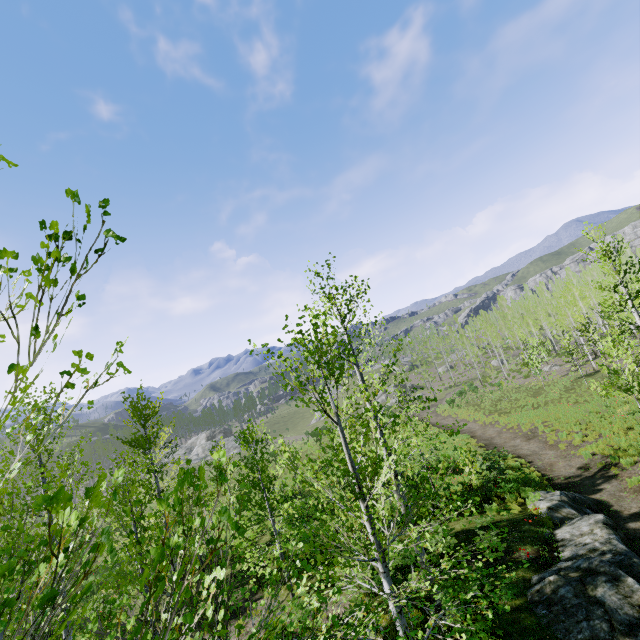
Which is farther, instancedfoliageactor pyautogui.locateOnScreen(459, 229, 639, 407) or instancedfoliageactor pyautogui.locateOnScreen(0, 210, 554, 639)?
instancedfoliageactor pyautogui.locateOnScreen(459, 229, 639, 407)

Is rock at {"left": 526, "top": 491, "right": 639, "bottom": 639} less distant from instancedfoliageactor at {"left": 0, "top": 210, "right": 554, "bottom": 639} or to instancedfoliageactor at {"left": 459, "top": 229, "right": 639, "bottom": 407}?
instancedfoliageactor at {"left": 0, "top": 210, "right": 554, "bottom": 639}

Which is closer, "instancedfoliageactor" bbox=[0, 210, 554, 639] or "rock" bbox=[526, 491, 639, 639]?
"instancedfoliageactor" bbox=[0, 210, 554, 639]

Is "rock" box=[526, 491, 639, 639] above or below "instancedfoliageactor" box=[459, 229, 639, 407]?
below

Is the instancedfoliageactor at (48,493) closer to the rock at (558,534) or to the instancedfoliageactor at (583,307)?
the rock at (558,534)

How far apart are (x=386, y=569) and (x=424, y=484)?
1.6m

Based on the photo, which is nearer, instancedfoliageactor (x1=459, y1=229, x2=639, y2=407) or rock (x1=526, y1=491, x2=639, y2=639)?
rock (x1=526, y1=491, x2=639, y2=639)
